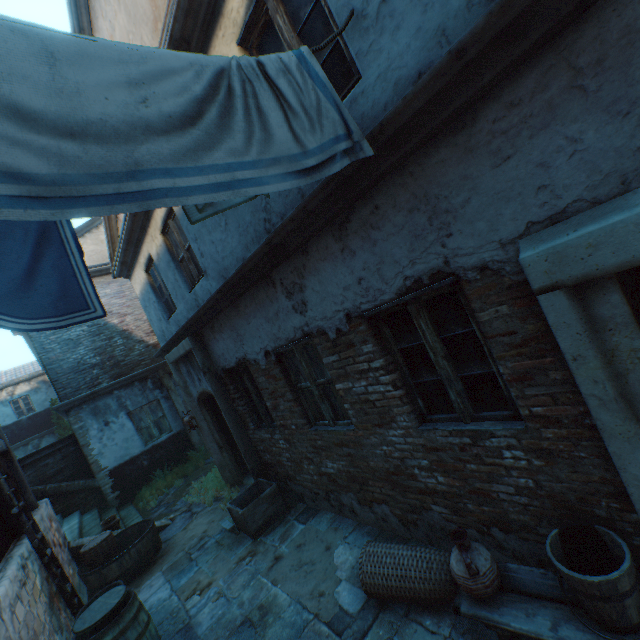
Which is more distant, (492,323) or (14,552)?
(14,552)

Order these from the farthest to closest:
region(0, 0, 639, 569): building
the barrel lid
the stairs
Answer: the stairs, the barrel lid, region(0, 0, 639, 569): building

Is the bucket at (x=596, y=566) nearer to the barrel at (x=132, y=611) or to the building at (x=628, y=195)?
the building at (x=628, y=195)

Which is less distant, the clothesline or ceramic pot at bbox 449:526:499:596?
the clothesline

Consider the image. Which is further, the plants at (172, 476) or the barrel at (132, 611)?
the plants at (172, 476)

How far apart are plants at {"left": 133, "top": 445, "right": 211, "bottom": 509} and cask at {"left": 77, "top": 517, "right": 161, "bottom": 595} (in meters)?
2.80

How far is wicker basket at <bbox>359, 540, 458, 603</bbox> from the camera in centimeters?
293cm

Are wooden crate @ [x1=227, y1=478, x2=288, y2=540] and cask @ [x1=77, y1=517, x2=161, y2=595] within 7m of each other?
yes
